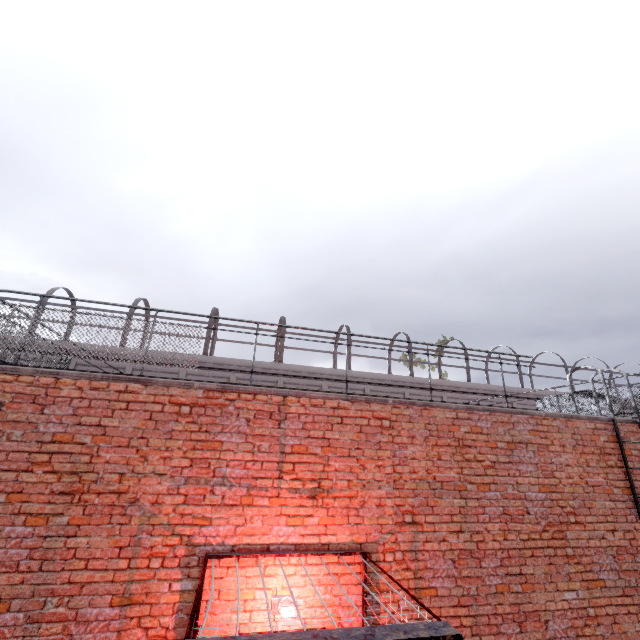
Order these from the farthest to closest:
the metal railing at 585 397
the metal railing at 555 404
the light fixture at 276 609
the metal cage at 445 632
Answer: the metal railing at 585 397, the metal railing at 555 404, the light fixture at 276 609, the metal cage at 445 632

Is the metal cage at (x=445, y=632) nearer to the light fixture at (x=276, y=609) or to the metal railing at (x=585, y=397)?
the light fixture at (x=276, y=609)

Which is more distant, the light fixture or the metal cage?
the light fixture

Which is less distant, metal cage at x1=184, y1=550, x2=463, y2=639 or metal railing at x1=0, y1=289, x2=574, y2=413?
metal cage at x1=184, y1=550, x2=463, y2=639

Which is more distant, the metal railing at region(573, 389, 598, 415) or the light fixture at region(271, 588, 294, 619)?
the metal railing at region(573, 389, 598, 415)

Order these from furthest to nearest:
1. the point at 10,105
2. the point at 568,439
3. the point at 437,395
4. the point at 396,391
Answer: the point at 10,105 < the point at 437,395 < the point at 396,391 < the point at 568,439

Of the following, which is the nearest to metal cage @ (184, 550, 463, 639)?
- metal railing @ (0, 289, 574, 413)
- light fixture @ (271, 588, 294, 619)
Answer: light fixture @ (271, 588, 294, 619)
